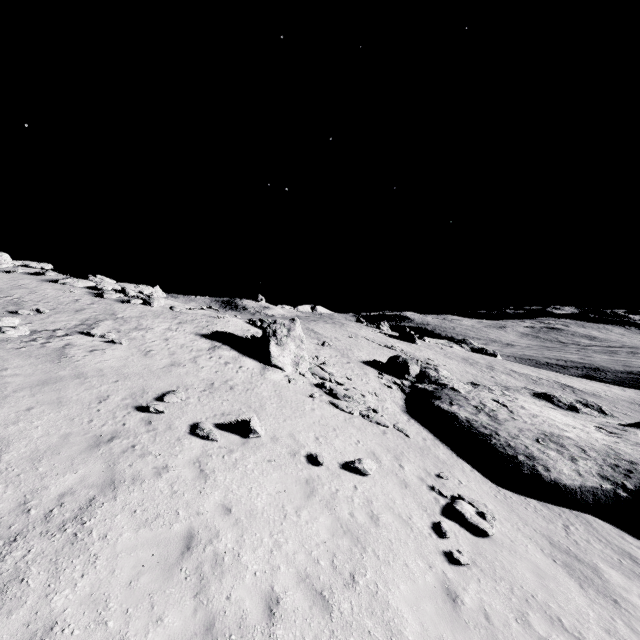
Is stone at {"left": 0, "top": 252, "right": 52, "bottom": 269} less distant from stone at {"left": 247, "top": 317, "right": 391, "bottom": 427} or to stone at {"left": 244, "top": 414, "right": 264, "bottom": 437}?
stone at {"left": 247, "top": 317, "right": 391, "bottom": 427}

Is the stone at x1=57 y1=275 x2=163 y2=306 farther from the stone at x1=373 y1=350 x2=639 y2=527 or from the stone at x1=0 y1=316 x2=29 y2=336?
the stone at x1=0 y1=316 x2=29 y2=336

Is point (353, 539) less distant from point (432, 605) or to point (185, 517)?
point (432, 605)

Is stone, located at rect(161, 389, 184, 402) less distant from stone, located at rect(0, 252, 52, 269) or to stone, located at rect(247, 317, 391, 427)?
stone, located at rect(247, 317, 391, 427)

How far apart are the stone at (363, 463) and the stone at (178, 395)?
6.62m

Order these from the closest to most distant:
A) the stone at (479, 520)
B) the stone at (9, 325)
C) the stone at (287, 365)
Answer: the stone at (479, 520), the stone at (9, 325), the stone at (287, 365)

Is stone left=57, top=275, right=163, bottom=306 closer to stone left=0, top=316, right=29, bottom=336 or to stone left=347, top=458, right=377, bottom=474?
stone left=0, top=316, right=29, bottom=336

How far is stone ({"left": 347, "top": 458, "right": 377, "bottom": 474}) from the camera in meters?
11.3 m
